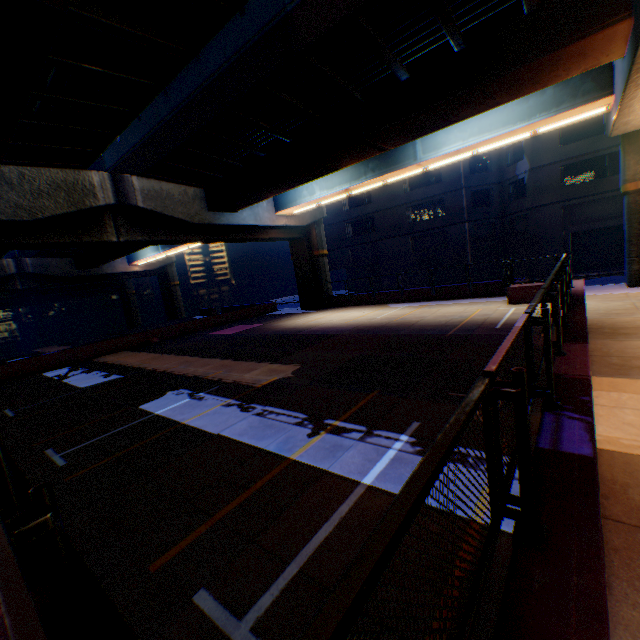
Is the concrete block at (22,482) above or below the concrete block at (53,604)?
above

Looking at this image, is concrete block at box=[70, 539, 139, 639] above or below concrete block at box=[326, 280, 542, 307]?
above

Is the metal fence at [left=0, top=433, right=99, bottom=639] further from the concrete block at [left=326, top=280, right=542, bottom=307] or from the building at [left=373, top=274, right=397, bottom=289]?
the building at [left=373, top=274, right=397, bottom=289]

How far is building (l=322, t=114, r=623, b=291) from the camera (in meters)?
24.02

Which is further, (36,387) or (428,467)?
(36,387)

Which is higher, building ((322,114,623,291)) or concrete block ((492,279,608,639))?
building ((322,114,623,291))

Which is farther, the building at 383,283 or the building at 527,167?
the building at 383,283

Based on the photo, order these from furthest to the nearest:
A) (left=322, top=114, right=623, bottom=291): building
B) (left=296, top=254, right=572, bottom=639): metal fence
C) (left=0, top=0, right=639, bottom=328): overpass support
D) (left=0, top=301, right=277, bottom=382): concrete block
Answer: (left=322, top=114, right=623, bottom=291): building → (left=0, top=301, right=277, bottom=382): concrete block → (left=0, top=0, right=639, bottom=328): overpass support → (left=296, top=254, right=572, bottom=639): metal fence
